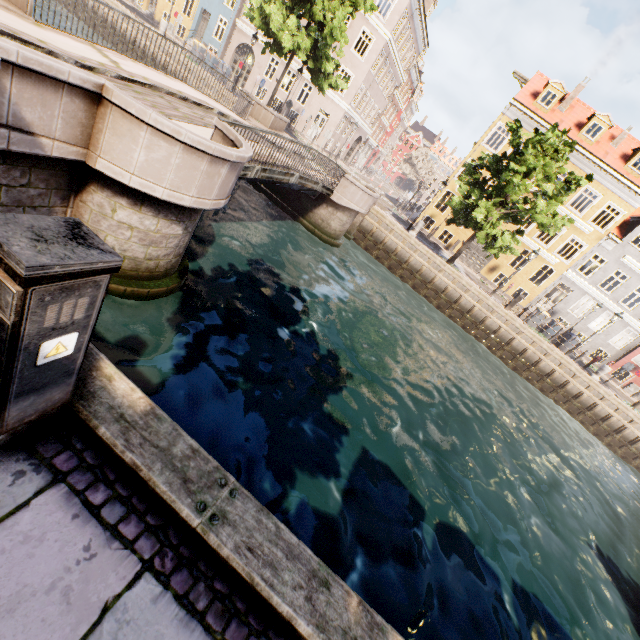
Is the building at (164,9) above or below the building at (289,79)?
below

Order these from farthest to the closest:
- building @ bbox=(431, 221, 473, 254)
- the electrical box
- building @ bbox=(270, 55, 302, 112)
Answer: building @ bbox=(270, 55, 302, 112) → building @ bbox=(431, 221, 473, 254) → the electrical box

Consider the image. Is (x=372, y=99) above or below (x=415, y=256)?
above

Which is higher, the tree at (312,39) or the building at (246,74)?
the tree at (312,39)

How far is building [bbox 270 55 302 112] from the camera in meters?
28.4 m

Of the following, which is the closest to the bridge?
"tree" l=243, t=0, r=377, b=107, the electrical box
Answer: "tree" l=243, t=0, r=377, b=107

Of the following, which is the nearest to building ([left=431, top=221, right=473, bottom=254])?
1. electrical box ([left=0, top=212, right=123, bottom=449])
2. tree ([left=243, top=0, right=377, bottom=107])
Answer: tree ([left=243, top=0, right=377, bottom=107])
